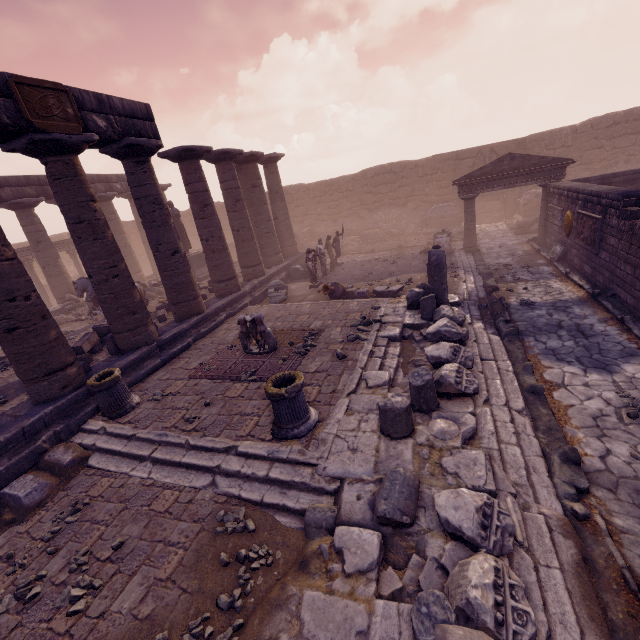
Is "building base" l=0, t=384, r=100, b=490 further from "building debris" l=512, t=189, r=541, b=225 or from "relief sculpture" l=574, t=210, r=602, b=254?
"building debris" l=512, t=189, r=541, b=225

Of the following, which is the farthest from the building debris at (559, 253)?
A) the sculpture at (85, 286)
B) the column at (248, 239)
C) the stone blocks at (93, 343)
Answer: the sculpture at (85, 286)

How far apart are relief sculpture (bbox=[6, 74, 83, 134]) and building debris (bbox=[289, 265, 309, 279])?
10.1 meters

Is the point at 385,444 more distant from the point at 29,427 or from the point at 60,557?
the point at 29,427

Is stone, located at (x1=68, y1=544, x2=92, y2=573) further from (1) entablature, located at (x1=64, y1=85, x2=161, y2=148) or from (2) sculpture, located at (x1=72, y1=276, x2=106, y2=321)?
(2) sculpture, located at (x1=72, y1=276, x2=106, y2=321)

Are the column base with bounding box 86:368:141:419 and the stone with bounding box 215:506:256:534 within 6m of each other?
yes

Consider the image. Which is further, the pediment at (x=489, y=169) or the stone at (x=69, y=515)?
the pediment at (x=489, y=169)

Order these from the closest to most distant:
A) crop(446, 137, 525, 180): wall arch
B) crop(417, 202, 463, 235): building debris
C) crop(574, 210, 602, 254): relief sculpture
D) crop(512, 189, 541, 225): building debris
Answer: crop(574, 210, 602, 254): relief sculpture
crop(512, 189, 541, 225): building debris
crop(446, 137, 525, 180): wall arch
crop(417, 202, 463, 235): building debris
